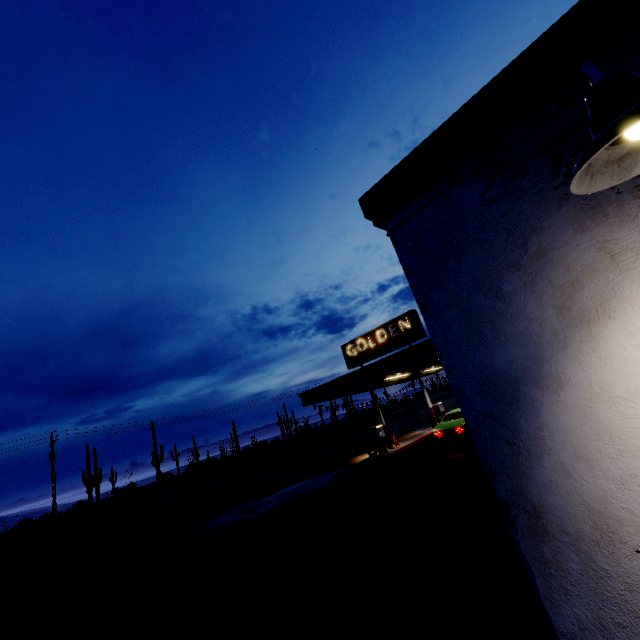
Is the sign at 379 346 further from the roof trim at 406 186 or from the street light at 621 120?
the street light at 621 120

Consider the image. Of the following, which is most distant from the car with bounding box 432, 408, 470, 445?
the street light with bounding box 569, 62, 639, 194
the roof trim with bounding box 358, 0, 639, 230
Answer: the street light with bounding box 569, 62, 639, 194

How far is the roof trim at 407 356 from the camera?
13.9 meters

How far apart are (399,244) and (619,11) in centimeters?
143cm

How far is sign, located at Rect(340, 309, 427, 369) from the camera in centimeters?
1653cm

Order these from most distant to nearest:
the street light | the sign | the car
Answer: the sign < the car < the street light

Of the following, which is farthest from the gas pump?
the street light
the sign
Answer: the street light

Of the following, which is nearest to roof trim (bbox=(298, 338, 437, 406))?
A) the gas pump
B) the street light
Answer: the street light
